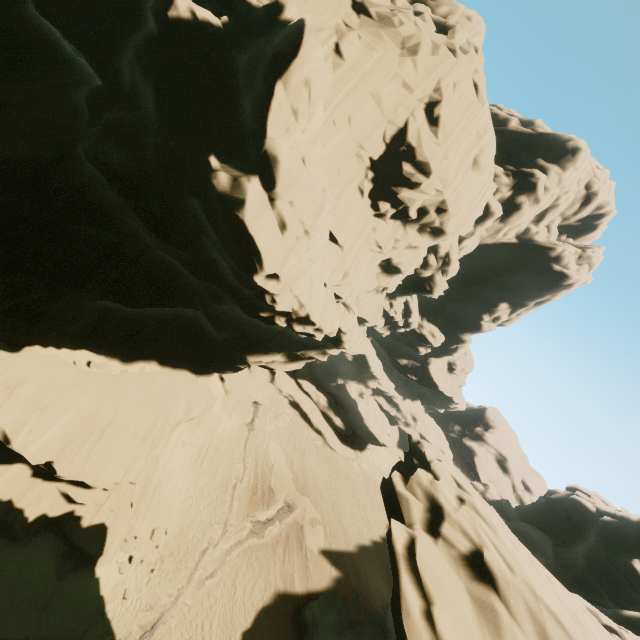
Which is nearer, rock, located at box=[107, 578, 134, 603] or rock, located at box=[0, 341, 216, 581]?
rock, located at box=[0, 341, 216, 581]

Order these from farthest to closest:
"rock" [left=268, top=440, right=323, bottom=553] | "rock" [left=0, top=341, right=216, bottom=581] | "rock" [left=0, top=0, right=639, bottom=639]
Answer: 1. "rock" [left=268, top=440, right=323, bottom=553]
2. "rock" [left=0, top=341, right=216, bottom=581]
3. "rock" [left=0, top=0, right=639, bottom=639]

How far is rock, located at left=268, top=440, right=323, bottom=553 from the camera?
26.9m

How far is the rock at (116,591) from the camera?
16.3m

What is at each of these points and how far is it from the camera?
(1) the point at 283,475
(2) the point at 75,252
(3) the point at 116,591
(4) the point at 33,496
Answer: (1) rock, 30.1 meters
(2) rock, 12.3 meters
(3) rock, 16.6 meters
(4) rock, 15.5 meters

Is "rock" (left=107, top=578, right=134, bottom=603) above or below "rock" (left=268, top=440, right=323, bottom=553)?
below

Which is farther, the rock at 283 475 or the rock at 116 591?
the rock at 283 475
